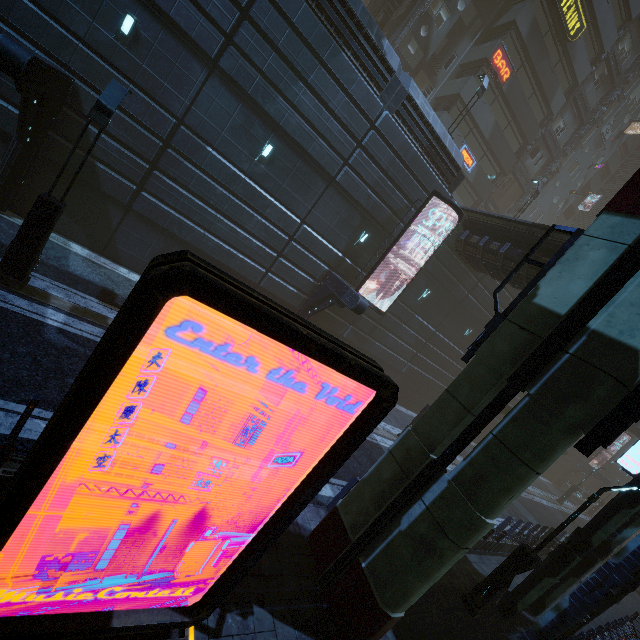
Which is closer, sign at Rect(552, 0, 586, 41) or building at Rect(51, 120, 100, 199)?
building at Rect(51, 120, 100, 199)

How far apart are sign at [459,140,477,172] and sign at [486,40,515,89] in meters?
4.4 m

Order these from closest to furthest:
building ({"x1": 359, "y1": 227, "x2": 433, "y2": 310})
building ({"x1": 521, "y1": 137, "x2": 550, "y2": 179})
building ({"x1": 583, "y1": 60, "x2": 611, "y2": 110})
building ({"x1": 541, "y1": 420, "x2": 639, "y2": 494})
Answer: building ({"x1": 359, "y1": 227, "x2": 433, "y2": 310}) → building ({"x1": 583, "y1": 60, "x2": 611, "y2": 110}) → building ({"x1": 521, "y1": 137, "x2": 550, "y2": 179}) → building ({"x1": 541, "y1": 420, "x2": 639, "y2": 494})

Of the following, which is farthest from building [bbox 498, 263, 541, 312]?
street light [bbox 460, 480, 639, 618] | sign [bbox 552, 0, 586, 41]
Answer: street light [bbox 460, 480, 639, 618]

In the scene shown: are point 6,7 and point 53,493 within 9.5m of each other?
no

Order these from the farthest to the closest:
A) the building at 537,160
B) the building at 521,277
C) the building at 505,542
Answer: the building at 537,160, the building at 521,277, the building at 505,542

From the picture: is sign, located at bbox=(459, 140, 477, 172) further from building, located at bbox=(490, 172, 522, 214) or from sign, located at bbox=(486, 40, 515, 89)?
sign, located at bbox=(486, 40, 515, 89)

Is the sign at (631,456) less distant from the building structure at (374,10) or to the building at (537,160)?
the building at (537,160)
